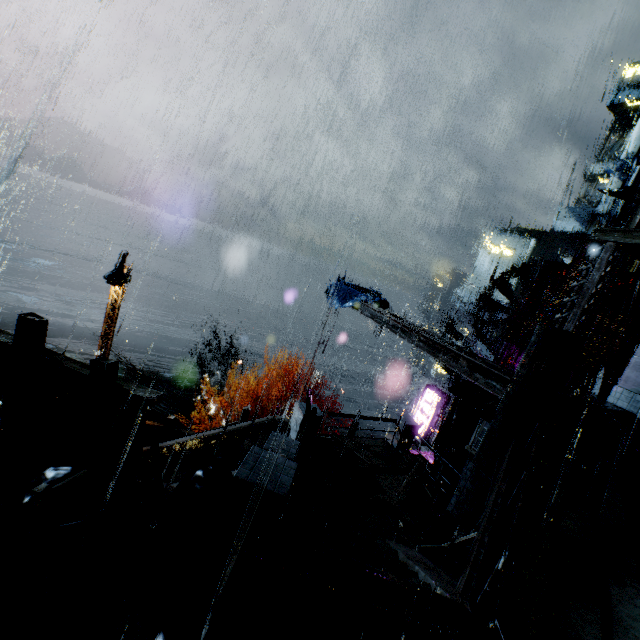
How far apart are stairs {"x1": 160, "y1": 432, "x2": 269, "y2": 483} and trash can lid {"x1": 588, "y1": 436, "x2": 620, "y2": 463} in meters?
11.8

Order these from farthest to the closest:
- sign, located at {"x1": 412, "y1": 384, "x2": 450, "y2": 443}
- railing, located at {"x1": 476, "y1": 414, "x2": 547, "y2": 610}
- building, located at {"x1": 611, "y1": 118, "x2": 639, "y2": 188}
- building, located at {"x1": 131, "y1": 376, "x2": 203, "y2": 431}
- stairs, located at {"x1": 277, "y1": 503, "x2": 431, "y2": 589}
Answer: building, located at {"x1": 611, "y1": 118, "x2": 639, "y2": 188} → building, located at {"x1": 131, "y1": 376, "x2": 203, "y2": 431} → sign, located at {"x1": 412, "y1": 384, "x2": 450, "y2": 443} → stairs, located at {"x1": 277, "y1": 503, "x2": 431, "y2": 589} → railing, located at {"x1": 476, "y1": 414, "x2": 547, "y2": 610}

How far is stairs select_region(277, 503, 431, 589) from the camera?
6.0m

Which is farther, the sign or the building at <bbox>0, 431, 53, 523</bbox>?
the sign

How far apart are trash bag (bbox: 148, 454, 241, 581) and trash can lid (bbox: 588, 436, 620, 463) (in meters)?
10.17

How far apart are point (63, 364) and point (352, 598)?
5.5m

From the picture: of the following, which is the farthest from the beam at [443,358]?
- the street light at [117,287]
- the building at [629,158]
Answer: the building at [629,158]

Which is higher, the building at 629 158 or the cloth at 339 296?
the building at 629 158
